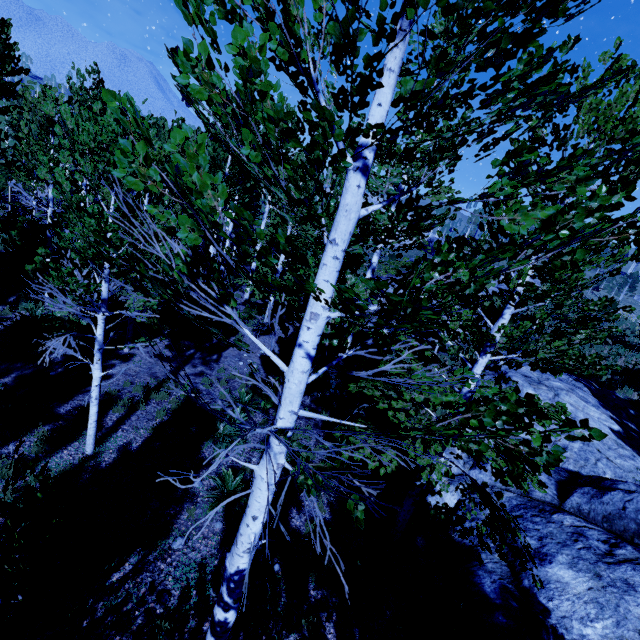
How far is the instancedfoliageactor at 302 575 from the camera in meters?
5.6

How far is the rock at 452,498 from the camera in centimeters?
783cm

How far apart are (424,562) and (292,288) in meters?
7.9

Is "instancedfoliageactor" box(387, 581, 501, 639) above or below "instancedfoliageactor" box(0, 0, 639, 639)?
below

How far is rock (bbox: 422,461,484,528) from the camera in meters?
7.8 m

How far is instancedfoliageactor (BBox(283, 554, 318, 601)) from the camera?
5.61m

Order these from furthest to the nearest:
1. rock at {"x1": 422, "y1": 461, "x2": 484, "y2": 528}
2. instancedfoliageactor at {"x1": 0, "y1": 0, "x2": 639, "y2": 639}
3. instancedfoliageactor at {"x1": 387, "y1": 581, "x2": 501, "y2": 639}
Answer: rock at {"x1": 422, "y1": 461, "x2": 484, "y2": 528}
instancedfoliageactor at {"x1": 387, "y1": 581, "x2": 501, "y2": 639}
instancedfoliageactor at {"x1": 0, "y1": 0, "x2": 639, "y2": 639}

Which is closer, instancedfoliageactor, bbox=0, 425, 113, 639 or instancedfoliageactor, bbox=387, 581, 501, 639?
instancedfoliageactor, bbox=0, 425, 113, 639
